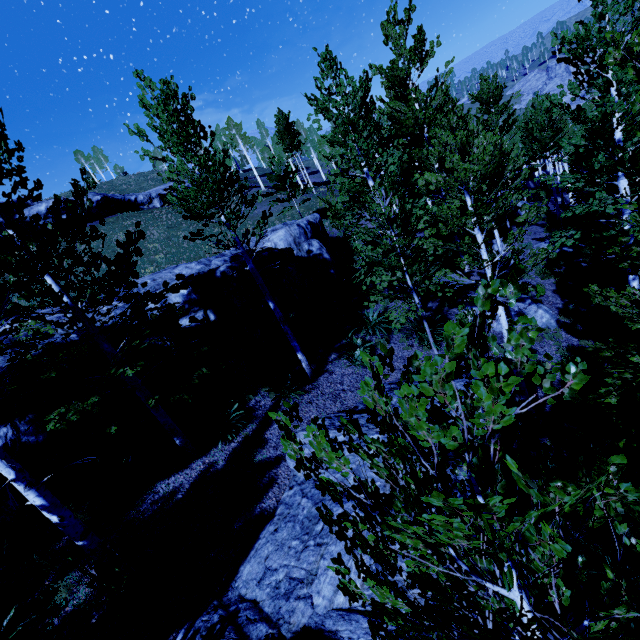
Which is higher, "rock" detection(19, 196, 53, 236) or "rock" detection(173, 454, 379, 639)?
"rock" detection(19, 196, 53, 236)

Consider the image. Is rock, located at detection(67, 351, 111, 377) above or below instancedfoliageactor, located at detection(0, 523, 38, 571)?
above

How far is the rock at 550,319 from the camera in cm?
1270

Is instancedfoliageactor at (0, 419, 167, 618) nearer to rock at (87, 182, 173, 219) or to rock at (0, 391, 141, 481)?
rock at (0, 391, 141, 481)

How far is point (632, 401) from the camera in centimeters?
464cm

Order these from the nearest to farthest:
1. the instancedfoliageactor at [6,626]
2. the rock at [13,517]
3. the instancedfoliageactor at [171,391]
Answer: the instancedfoliageactor at [6,626] → the instancedfoliageactor at [171,391] → the rock at [13,517]

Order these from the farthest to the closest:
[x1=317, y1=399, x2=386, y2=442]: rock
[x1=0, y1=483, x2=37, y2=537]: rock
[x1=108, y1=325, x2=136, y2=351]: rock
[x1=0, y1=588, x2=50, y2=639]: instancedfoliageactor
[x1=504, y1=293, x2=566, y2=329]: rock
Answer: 1. [x1=504, y1=293, x2=566, y2=329]: rock
2. [x1=108, y1=325, x2=136, y2=351]: rock
3. [x1=317, y1=399, x2=386, y2=442]: rock
4. [x1=0, y1=483, x2=37, y2=537]: rock
5. [x1=0, y1=588, x2=50, y2=639]: instancedfoliageactor

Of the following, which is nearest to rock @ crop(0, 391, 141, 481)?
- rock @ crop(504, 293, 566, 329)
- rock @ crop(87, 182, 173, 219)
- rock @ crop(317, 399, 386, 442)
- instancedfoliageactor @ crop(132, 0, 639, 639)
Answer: instancedfoliageactor @ crop(132, 0, 639, 639)
